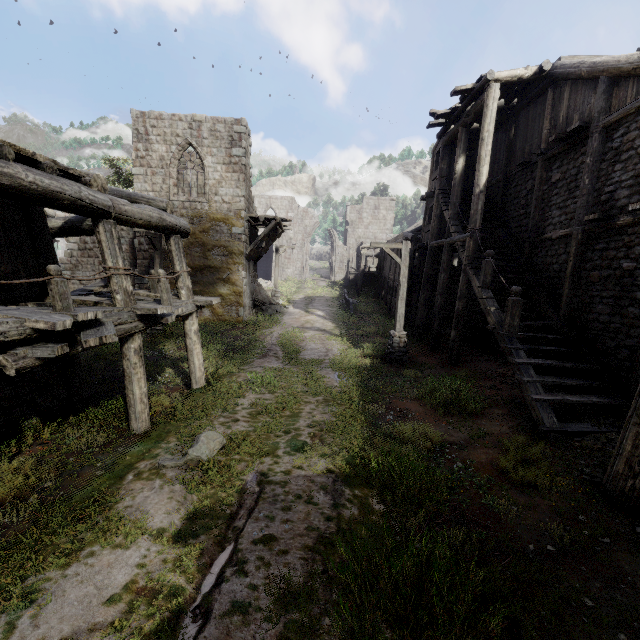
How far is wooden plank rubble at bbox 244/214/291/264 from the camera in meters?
18.8 m

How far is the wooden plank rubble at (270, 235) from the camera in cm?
1882

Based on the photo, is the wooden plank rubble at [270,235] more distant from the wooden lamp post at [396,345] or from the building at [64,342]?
the wooden lamp post at [396,345]

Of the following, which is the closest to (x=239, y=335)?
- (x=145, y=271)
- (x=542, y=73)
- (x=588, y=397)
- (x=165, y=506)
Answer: (x=145, y=271)

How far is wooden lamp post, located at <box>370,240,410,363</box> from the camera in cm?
1241

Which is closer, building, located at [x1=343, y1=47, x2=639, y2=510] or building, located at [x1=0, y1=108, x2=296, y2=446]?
building, located at [x1=0, y1=108, x2=296, y2=446]

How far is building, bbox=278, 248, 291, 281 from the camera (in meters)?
40.93

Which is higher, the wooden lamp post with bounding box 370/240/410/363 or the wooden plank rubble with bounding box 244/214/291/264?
the wooden plank rubble with bounding box 244/214/291/264
